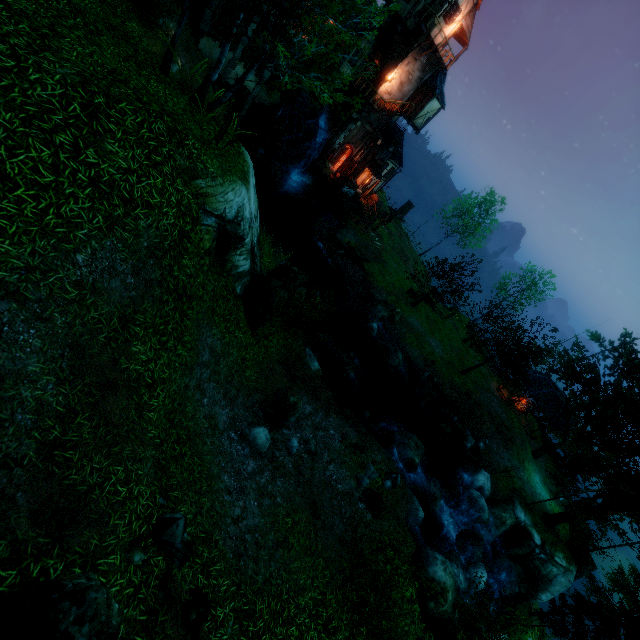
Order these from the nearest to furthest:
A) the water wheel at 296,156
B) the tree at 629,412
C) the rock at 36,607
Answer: the rock at 36,607 < the tree at 629,412 < the water wheel at 296,156

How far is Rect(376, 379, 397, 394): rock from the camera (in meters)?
23.30

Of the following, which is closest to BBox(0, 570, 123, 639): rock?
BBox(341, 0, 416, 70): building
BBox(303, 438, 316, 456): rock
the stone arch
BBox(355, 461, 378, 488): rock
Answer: BBox(303, 438, 316, 456): rock

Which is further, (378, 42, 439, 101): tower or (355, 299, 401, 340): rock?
(378, 42, 439, 101): tower

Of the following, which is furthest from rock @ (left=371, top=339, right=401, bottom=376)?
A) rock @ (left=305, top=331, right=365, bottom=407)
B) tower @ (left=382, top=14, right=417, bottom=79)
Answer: tower @ (left=382, top=14, right=417, bottom=79)

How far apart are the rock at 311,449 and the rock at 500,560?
19.08m

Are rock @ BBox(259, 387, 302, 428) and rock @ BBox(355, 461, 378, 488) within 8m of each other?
yes

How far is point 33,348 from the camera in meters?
4.9 m
